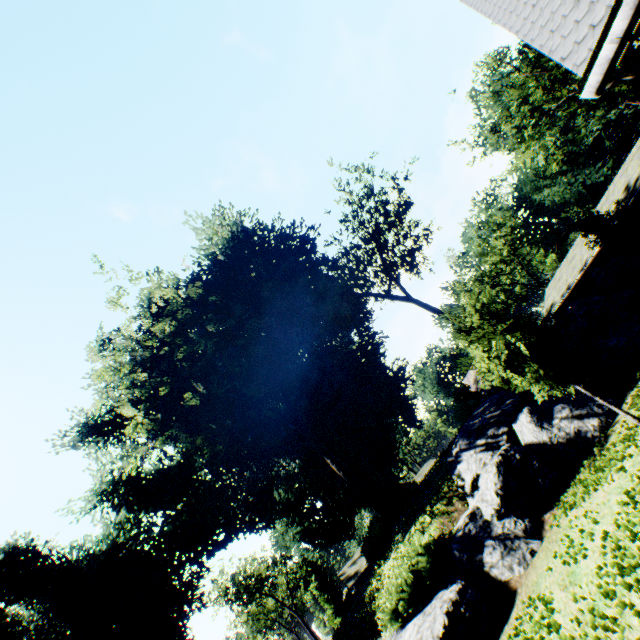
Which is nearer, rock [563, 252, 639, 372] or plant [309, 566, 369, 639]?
rock [563, 252, 639, 372]

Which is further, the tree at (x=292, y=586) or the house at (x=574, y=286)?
the tree at (x=292, y=586)

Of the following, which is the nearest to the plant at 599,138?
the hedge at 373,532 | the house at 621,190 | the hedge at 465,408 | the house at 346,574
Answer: the house at 346,574

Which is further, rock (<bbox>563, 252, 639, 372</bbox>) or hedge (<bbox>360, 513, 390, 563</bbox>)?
hedge (<bbox>360, 513, 390, 563</bbox>)

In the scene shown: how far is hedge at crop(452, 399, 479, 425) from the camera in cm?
1780

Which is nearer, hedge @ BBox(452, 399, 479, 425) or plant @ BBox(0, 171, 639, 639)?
plant @ BBox(0, 171, 639, 639)

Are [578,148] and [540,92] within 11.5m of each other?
no

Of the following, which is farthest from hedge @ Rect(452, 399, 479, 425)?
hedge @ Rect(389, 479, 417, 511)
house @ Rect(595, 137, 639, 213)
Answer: house @ Rect(595, 137, 639, 213)
